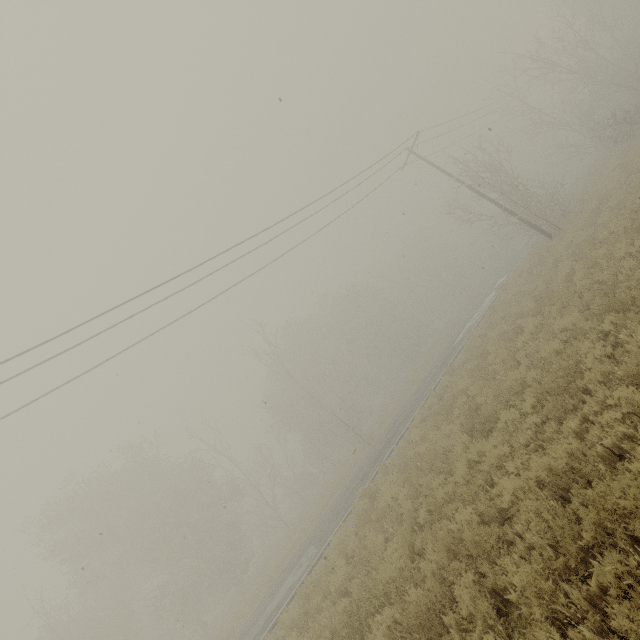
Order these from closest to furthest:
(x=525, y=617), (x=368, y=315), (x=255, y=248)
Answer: (x=525, y=617)
(x=255, y=248)
(x=368, y=315)
